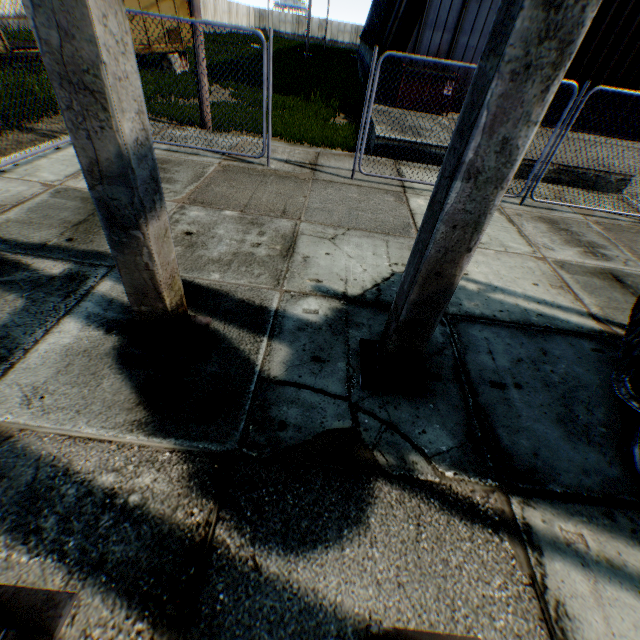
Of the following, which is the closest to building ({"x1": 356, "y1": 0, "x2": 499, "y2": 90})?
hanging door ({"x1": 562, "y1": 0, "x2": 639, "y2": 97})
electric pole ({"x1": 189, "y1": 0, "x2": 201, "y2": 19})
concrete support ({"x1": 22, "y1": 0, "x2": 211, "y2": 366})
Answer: hanging door ({"x1": 562, "y1": 0, "x2": 639, "y2": 97})

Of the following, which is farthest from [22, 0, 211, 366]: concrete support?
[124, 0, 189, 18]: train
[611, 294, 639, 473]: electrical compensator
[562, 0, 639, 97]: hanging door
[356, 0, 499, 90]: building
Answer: [562, 0, 639, 97]: hanging door

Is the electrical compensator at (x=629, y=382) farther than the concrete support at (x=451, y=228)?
Yes

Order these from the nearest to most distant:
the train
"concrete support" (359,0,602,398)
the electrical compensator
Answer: "concrete support" (359,0,602,398)
the electrical compensator
the train

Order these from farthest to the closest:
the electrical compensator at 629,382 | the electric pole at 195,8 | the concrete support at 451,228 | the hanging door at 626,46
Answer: the hanging door at 626,46, the electric pole at 195,8, the electrical compensator at 629,382, the concrete support at 451,228

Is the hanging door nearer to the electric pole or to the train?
the electric pole

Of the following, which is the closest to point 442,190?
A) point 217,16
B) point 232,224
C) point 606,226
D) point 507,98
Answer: point 507,98

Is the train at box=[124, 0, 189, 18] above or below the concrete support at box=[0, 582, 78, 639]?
above
